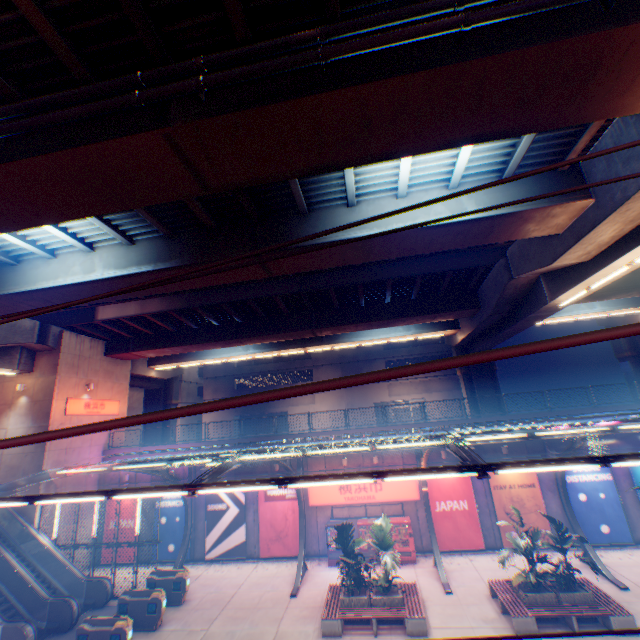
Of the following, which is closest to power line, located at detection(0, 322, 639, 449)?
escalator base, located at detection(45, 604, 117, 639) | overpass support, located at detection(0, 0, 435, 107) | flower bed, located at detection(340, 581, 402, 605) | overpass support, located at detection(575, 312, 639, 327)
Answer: overpass support, located at detection(0, 0, 435, 107)

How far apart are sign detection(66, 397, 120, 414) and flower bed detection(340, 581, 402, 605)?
20.37m

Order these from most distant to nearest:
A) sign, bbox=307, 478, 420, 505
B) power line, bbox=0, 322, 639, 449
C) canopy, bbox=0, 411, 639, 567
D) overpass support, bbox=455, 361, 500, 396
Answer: overpass support, bbox=455, 361, 500, 396 < sign, bbox=307, 478, 420, 505 < canopy, bbox=0, 411, 639, 567 < power line, bbox=0, 322, 639, 449

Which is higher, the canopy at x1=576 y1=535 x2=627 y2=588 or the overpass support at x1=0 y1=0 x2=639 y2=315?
the overpass support at x1=0 y1=0 x2=639 y2=315

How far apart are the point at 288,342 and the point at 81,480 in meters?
17.0 m

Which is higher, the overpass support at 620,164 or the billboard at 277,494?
the overpass support at 620,164

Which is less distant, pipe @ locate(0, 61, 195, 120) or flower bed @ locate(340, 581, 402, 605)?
pipe @ locate(0, 61, 195, 120)

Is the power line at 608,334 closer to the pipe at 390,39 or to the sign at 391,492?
the pipe at 390,39
